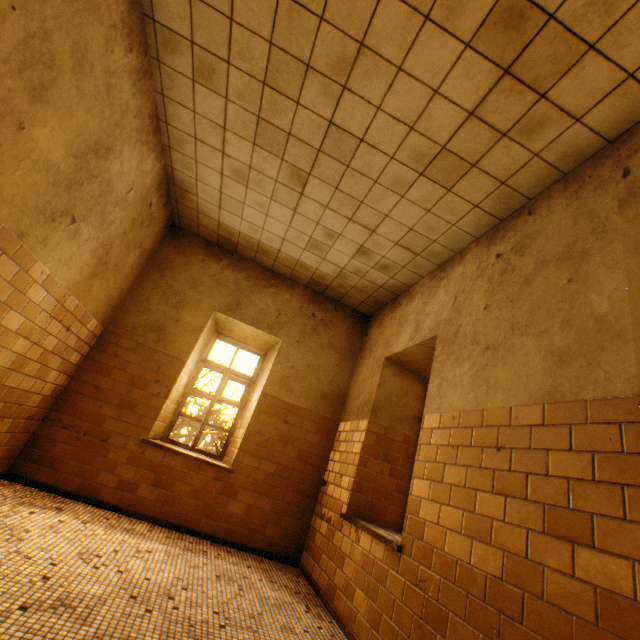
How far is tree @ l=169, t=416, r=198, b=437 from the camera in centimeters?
991cm

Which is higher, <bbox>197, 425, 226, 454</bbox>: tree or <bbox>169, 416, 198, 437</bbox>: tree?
<bbox>197, 425, 226, 454</bbox>: tree

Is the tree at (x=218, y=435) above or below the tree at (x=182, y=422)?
above

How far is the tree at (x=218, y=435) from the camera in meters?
10.1

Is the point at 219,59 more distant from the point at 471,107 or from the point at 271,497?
the point at 271,497
